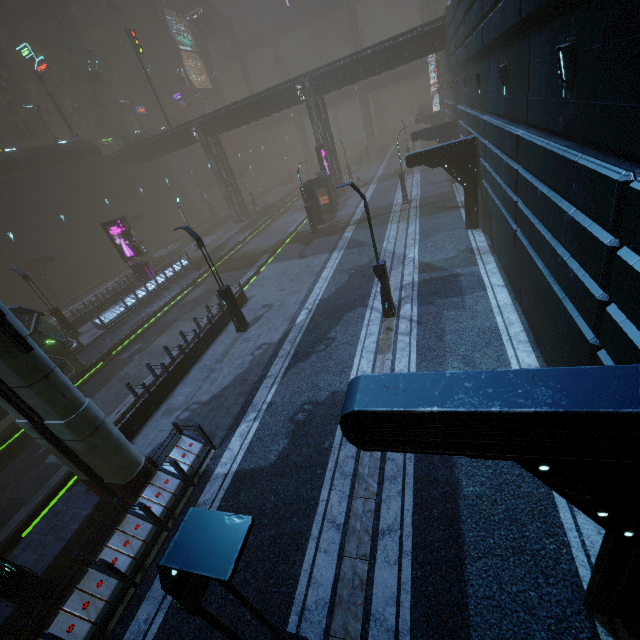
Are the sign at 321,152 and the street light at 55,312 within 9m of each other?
no

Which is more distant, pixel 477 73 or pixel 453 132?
pixel 453 132

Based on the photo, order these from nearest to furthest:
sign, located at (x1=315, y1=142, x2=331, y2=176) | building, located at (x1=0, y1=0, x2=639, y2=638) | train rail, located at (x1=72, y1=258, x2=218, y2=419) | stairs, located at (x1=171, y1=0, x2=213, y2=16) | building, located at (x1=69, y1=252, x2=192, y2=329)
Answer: building, located at (x1=0, y1=0, x2=639, y2=638) → train rail, located at (x1=72, y1=258, x2=218, y2=419) → building, located at (x1=69, y1=252, x2=192, y2=329) → sign, located at (x1=315, y1=142, x2=331, y2=176) → stairs, located at (x1=171, y1=0, x2=213, y2=16)

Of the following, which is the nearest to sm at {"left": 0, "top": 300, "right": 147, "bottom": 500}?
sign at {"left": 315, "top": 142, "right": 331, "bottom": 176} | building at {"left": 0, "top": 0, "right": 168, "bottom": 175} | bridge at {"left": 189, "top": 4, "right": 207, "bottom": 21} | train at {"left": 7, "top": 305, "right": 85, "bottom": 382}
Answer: building at {"left": 0, "top": 0, "right": 168, "bottom": 175}

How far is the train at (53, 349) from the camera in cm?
1587

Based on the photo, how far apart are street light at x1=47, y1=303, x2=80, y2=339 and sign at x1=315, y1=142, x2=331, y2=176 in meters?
25.0

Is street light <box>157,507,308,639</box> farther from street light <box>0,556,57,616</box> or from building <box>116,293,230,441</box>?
street light <box>0,556,57,616</box>

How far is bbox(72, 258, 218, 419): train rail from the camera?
17.67m
